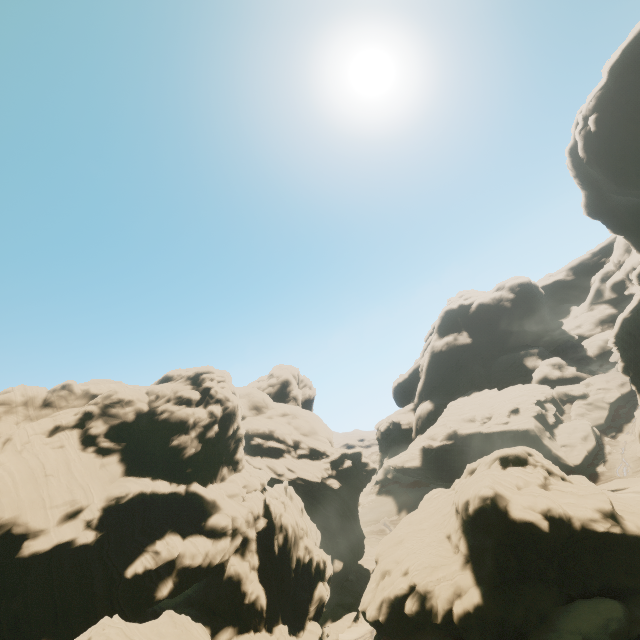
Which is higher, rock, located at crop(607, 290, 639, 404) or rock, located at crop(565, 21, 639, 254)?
rock, located at crop(565, 21, 639, 254)

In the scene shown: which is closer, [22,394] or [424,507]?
[22,394]

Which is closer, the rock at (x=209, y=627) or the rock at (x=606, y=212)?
the rock at (x=209, y=627)

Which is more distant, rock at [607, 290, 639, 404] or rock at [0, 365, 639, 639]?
rock at [607, 290, 639, 404]

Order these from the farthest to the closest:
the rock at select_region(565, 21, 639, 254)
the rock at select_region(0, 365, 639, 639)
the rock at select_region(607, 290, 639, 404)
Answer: the rock at select_region(607, 290, 639, 404)
the rock at select_region(565, 21, 639, 254)
the rock at select_region(0, 365, 639, 639)
